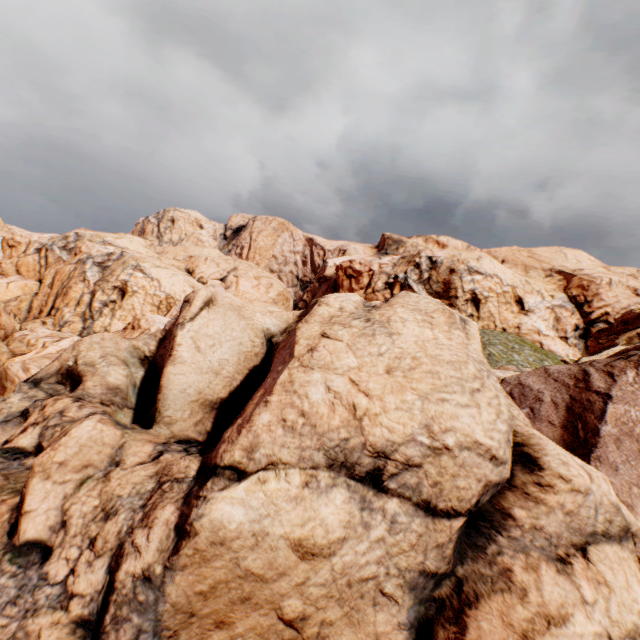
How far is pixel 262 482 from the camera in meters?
2.9 m
